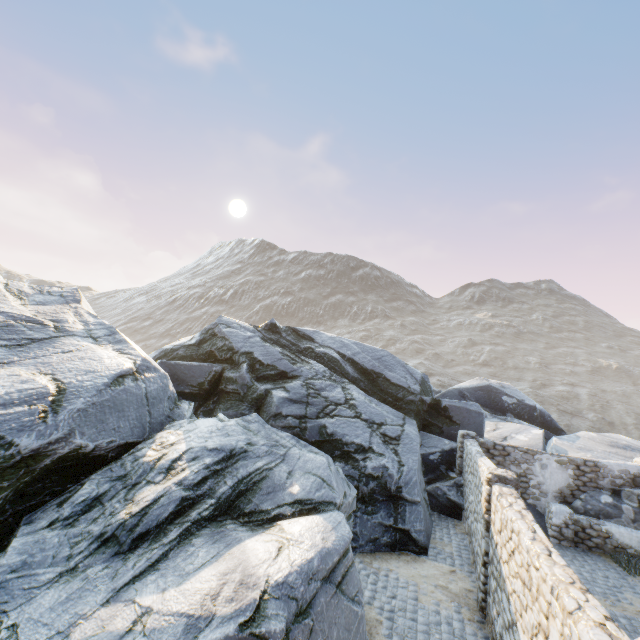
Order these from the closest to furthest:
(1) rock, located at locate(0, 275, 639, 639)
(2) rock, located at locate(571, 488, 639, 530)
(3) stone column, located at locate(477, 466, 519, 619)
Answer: (1) rock, located at locate(0, 275, 639, 639) < (3) stone column, located at locate(477, 466, 519, 619) < (2) rock, located at locate(571, 488, 639, 530)

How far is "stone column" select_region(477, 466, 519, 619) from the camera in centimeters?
752cm

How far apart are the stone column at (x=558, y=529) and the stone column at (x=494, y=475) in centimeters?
550cm

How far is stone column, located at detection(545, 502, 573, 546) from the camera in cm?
1150

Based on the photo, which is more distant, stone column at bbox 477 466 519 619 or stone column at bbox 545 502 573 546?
stone column at bbox 545 502 573 546

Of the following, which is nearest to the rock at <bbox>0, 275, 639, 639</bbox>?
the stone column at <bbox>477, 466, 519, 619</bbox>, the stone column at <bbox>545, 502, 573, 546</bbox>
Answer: the stone column at <bbox>545, 502, 573, 546</bbox>

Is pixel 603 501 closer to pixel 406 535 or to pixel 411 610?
pixel 406 535

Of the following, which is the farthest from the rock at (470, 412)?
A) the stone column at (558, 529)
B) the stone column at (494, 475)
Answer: the stone column at (494, 475)
